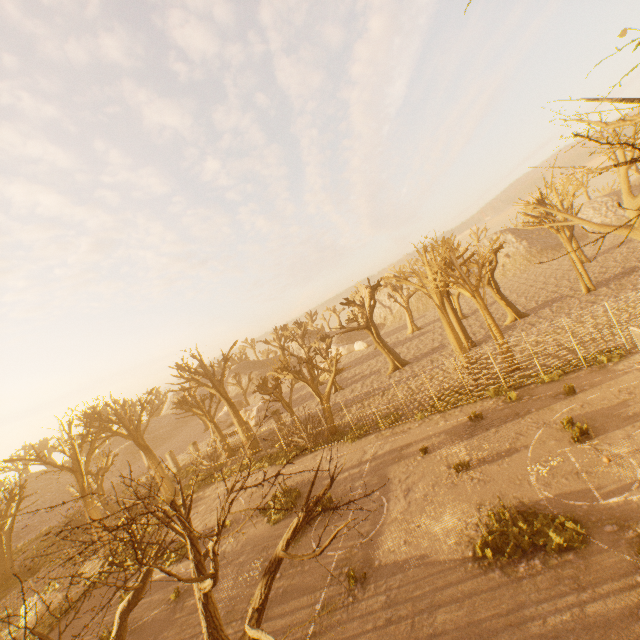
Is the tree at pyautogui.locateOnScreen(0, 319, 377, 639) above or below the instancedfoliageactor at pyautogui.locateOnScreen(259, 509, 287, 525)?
above

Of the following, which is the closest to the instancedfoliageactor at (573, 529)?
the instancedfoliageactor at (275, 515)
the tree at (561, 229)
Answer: the tree at (561, 229)

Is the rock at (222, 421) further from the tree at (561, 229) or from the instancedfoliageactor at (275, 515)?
the instancedfoliageactor at (275, 515)

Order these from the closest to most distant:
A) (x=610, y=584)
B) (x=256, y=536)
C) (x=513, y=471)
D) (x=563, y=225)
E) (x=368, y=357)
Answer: (x=610, y=584) < (x=513, y=471) < (x=256, y=536) < (x=563, y=225) < (x=368, y=357)

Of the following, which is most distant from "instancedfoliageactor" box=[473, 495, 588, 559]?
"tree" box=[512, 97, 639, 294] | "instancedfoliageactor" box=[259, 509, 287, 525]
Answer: "instancedfoliageactor" box=[259, 509, 287, 525]

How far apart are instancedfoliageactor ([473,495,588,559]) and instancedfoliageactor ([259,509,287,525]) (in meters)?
11.89

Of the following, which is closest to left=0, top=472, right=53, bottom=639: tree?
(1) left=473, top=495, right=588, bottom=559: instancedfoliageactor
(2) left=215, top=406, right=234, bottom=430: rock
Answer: (2) left=215, top=406, right=234, bottom=430: rock

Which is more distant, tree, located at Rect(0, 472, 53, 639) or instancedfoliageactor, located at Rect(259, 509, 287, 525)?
instancedfoliageactor, located at Rect(259, 509, 287, 525)
